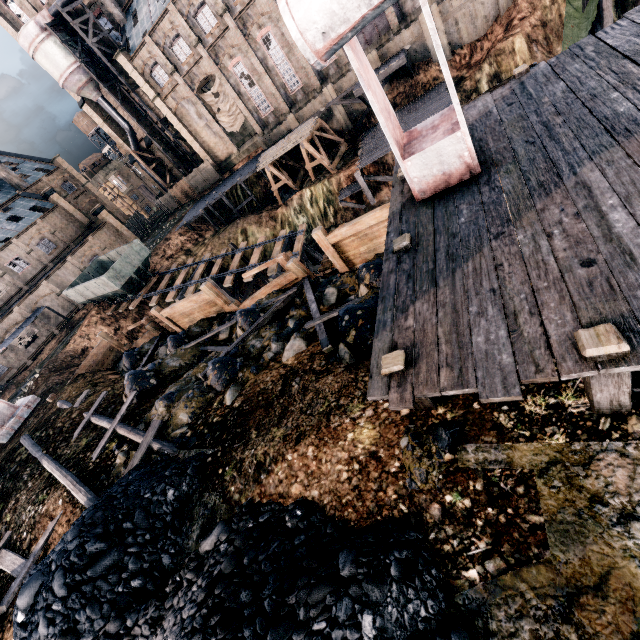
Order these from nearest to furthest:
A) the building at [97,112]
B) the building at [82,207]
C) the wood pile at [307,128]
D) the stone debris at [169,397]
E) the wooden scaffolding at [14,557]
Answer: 1. the wooden scaffolding at [14,557]
2. the stone debris at [169,397]
3. the wood pile at [307,128]
4. the building at [82,207]
5. the building at [97,112]

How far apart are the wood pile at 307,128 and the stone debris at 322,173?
3.5m

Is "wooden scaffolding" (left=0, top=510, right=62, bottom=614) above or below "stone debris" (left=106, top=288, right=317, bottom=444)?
above

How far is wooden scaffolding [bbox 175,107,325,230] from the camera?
36.2m

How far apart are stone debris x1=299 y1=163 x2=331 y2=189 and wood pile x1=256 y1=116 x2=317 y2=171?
3.5 meters

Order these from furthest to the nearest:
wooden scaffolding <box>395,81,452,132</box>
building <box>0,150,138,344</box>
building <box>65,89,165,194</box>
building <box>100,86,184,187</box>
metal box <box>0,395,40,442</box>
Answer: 1. building <box>65,89,165,194</box>
2. building <box>100,86,184,187</box>
3. building <box>0,150,138,344</box>
4. wooden scaffolding <box>395,81,452,132</box>
5. metal box <box>0,395,40,442</box>

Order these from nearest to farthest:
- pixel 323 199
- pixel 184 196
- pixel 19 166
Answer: pixel 323 199 < pixel 184 196 < pixel 19 166

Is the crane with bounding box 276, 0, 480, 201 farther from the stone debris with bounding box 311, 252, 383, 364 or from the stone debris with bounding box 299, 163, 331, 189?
the stone debris with bounding box 299, 163, 331, 189
